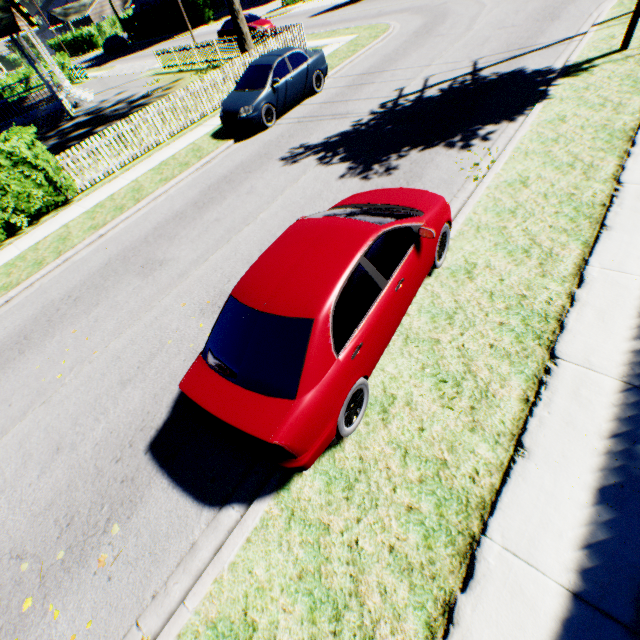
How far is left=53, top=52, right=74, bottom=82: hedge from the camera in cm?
3316

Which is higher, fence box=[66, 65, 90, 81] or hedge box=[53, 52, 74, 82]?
hedge box=[53, 52, 74, 82]

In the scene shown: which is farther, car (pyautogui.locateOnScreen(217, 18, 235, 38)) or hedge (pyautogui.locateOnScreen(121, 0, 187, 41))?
hedge (pyautogui.locateOnScreen(121, 0, 187, 41))

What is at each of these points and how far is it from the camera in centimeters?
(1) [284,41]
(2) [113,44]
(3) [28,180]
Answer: (1) fence, 1616cm
(2) car, 4512cm
(3) hedge, 1041cm

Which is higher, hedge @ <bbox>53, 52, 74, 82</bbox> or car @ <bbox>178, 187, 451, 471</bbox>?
hedge @ <bbox>53, 52, 74, 82</bbox>

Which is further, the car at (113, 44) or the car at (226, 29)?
the car at (113, 44)

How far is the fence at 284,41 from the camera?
11.77m

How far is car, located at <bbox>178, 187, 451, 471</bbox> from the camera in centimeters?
312cm
